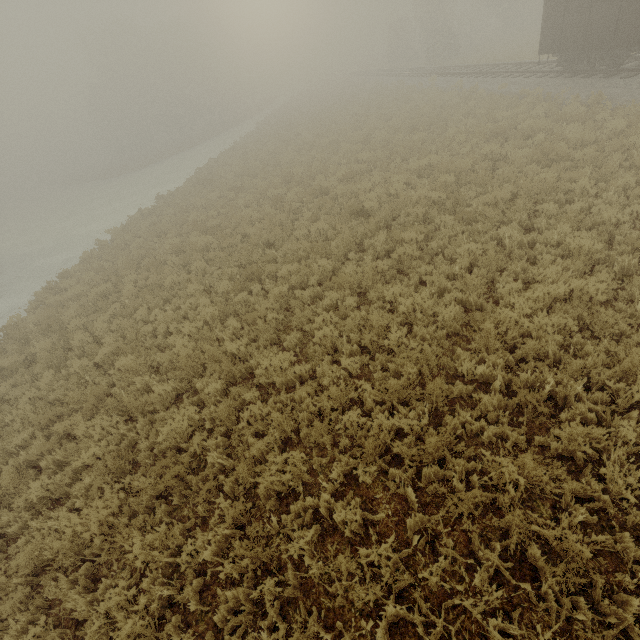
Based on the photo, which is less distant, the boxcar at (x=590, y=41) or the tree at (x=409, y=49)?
the boxcar at (x=590, y=41)

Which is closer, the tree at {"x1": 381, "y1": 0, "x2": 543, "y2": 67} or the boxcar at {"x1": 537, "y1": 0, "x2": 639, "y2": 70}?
the boxcar at {"x1": 537, "y1": 0, "x2": 639, "y2": 70}

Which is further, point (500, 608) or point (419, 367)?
point (419, 367)
